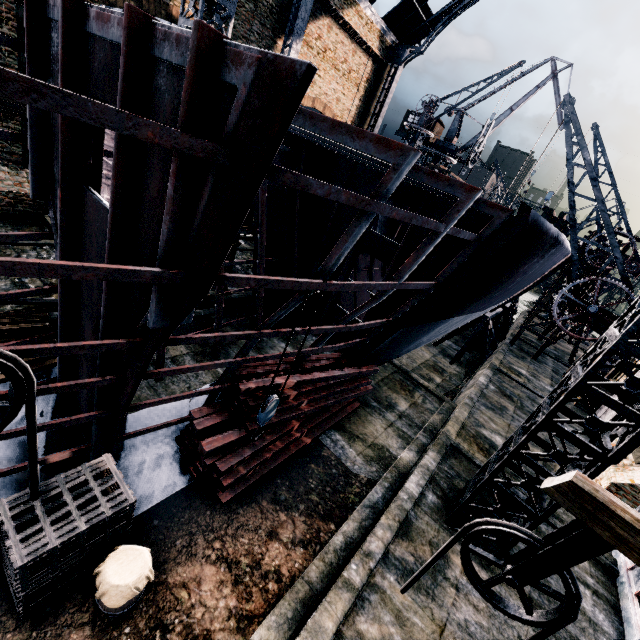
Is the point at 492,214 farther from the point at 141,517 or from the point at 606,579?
the point at 606,579

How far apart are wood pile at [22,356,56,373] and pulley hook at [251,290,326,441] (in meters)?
6.76

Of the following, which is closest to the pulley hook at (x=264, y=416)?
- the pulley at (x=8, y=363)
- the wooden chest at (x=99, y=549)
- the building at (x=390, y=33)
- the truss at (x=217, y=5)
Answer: the wooden chest at (x=99, y=549)

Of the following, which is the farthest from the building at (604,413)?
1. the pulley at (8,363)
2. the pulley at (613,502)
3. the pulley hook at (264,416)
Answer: the pulley at (8,363)

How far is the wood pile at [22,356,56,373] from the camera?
9.4 meters

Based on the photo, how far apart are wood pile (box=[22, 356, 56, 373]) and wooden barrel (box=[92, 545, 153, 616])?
6.16m

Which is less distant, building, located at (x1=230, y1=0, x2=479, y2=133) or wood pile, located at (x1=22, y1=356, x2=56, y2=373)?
wood pile, located at (x1=22, y1=356, x2=56, y2=373)

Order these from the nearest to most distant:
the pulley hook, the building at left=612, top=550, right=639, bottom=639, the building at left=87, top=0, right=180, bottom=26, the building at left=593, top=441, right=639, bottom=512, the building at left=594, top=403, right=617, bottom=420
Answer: the pulley hook < the building at left=612, top=550, right=639, bottom=639 < the building at left=593, top=441, right=639, bottom=512 < the building at left=87, top=0, right=180, bottom=26 < the building at left=594, top=403, right=617, bottom=420
